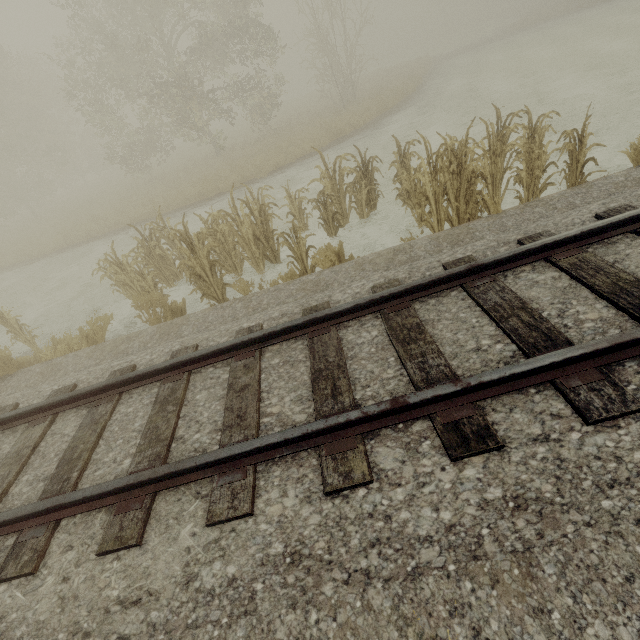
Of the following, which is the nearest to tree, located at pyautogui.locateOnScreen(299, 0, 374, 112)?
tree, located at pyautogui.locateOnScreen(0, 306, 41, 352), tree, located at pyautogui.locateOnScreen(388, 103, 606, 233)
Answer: tree, located at pyautogui.locateOnScreen(388, 103, 606, 233)

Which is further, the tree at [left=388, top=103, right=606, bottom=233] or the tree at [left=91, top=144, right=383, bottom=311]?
the tree at [left=91, top=144, right=383, bottom=311]

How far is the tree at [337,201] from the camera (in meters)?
6.27

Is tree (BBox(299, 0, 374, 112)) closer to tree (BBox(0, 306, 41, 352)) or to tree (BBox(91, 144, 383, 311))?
tree (BBox(91, 144, 383, 311))

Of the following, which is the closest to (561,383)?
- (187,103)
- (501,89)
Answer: (501,89)

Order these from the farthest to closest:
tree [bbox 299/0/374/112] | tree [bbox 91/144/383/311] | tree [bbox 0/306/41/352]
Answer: tree [bbox 299/0/374/112]
tree [bbox 0/306/41/352]
tree [bbox 91/144/383/311]
